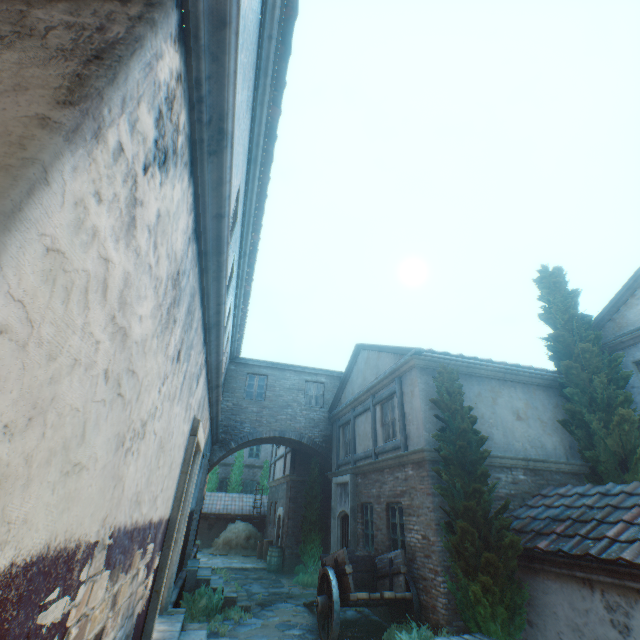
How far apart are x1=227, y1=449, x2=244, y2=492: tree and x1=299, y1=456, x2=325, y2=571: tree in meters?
11.6

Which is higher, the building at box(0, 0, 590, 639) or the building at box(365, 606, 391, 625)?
the building at box(0, 0, 590, 639)

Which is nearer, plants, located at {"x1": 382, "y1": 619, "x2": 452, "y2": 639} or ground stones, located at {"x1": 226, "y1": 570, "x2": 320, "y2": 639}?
plants, located at {"x1": 382, "y1": 619, "x2": 452, "y2": 639}

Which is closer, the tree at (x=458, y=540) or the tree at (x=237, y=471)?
the tree at (x=458, y=540)

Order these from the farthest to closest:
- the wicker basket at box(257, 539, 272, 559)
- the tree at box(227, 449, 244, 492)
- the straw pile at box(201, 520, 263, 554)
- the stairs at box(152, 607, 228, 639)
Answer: the tree at box(227, 449, 244, 492) < the straw pile at box(201, 520, 263, 554) < the wicker basket at box(257, 539, 272, 559) < the stairs at box(152, 607, 228, 639)

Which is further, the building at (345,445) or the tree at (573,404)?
the building at (345,445)

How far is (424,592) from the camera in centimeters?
730cm

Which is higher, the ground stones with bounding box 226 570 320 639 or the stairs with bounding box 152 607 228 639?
the stairs with bounding box 152 607 228 639
